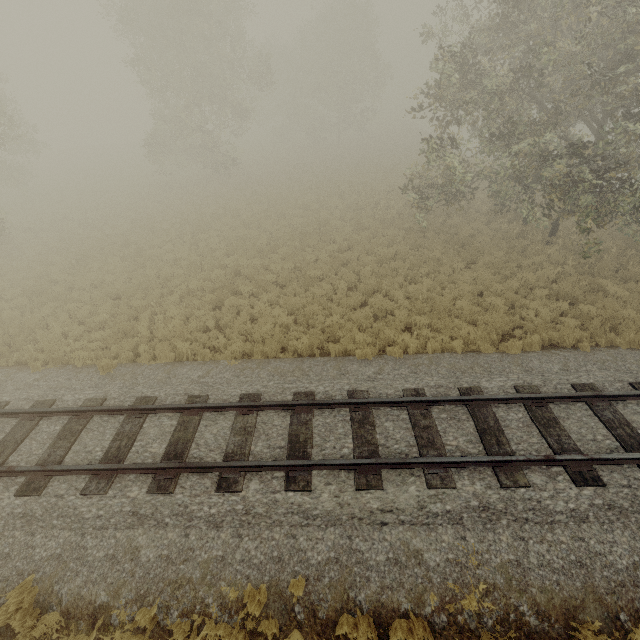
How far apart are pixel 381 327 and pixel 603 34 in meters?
12.1 m
